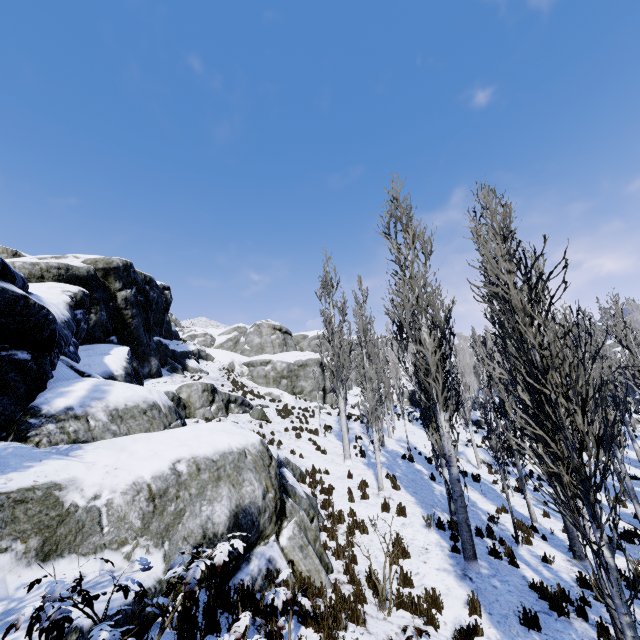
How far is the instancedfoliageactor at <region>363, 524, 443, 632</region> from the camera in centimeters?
598cm

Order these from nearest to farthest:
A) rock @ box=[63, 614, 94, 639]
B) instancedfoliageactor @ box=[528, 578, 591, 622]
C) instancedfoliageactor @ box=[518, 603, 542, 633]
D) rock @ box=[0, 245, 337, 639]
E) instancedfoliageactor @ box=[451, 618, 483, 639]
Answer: rock @ box=[63, 614, 94, 639] < rock @ box=[0, 245, 337, 639] < instancedfoliageactor @ box=[451, 618, 483, 639] < instancedfoliageactor @ box=[518, 603, 542, 633] < instancedfoliageactor @ box=[528, 578, 591, 622]

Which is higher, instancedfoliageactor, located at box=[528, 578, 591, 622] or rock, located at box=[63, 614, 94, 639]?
rock, located at box=[63, 614, 94, 639]

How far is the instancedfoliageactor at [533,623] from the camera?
6.1m

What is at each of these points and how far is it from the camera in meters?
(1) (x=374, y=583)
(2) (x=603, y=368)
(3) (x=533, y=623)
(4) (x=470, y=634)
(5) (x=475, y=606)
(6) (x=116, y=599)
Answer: (1) instancedfoliageactor, 7.0
(2) instancedfoliageactor, 3.5
(3) instancedfoliageactor, 6.1
(4) instancedfoliageactor, 5.6
(5) instancedfoliageactor, 6.4
(6) rock, 4.0

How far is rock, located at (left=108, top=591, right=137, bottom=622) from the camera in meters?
3.9

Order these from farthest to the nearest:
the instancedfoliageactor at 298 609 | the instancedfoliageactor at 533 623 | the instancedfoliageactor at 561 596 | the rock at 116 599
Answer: the instancedfoliageactor at 561 596 → the instancedfoliageactor at 533 623 → the rock at 116 599 → the instancedfoliageactor at 298 609
